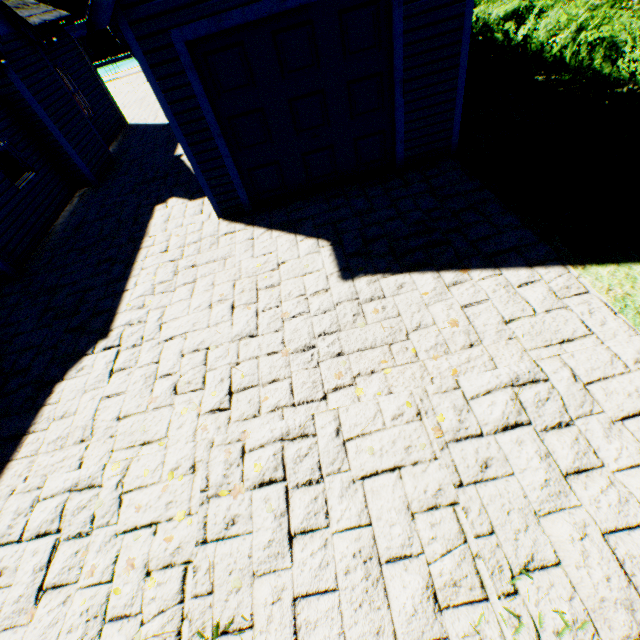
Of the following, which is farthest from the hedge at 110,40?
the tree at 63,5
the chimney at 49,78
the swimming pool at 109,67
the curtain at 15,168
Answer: the curtain at 15,168

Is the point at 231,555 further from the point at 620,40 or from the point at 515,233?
→ the point at 620,40

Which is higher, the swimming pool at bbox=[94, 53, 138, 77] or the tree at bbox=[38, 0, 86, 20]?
the tree at bbox=[38, 0, 86, 20]

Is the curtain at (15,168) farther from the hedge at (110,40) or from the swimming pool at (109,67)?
the hedge at (110,40)

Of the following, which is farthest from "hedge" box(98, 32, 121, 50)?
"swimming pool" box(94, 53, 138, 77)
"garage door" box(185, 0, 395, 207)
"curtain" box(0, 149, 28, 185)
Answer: "garage door" box(185, 0, 395, 207)

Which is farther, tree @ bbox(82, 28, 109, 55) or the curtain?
tree @ bbox(82, 28, 109, 55)

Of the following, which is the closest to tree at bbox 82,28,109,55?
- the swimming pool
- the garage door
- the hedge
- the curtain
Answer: the hedge

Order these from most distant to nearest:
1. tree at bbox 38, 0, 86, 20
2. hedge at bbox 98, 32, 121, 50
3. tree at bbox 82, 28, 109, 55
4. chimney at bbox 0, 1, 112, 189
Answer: hedge at bbox 98, 32, 121, 50 < tree at bbox 82, 28, 109, 55 < tree at bbox 38, 0, 86, 20 < chimney at bbox 0, 1, 112, 189
